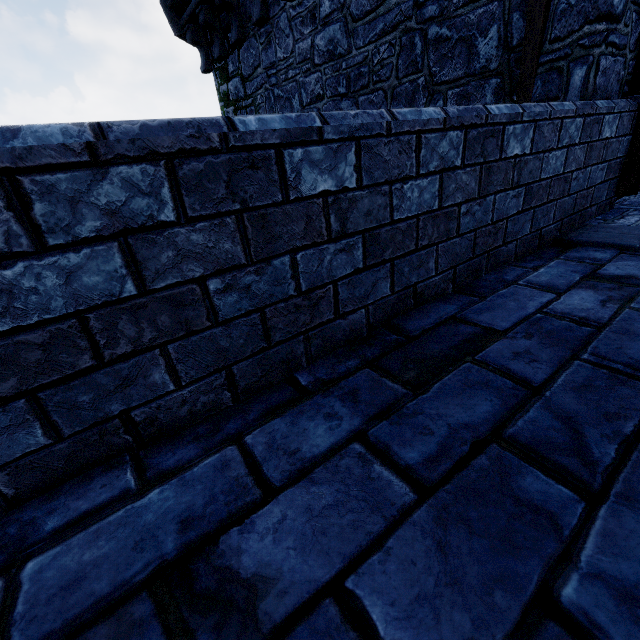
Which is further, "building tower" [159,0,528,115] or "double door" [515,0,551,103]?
"building tower" [159,0,528,115]

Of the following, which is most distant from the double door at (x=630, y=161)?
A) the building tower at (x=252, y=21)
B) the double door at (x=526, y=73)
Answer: the double door at (x=526, y=73)

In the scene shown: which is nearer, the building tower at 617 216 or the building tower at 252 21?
the building tower at 617 216

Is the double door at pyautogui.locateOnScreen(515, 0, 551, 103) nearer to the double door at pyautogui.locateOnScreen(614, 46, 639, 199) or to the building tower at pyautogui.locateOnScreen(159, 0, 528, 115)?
the building tower at pyautogui.locateOnScreen(159, 0, 528, 115)

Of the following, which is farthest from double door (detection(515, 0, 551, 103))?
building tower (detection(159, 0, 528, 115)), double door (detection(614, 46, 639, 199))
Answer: double door (detection(614, 46, 639, 199))

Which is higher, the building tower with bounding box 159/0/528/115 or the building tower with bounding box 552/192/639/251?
the building tower with bounding box 159/0/528/115

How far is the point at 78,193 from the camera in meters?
0.9 m
